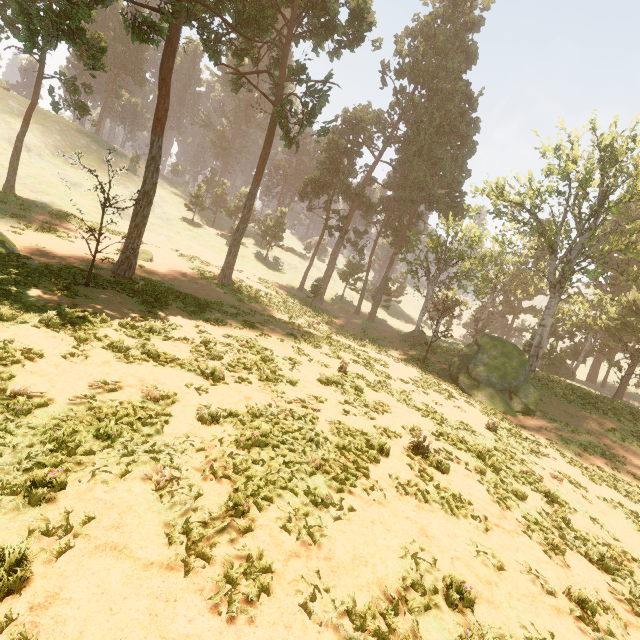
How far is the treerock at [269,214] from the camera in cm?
4911

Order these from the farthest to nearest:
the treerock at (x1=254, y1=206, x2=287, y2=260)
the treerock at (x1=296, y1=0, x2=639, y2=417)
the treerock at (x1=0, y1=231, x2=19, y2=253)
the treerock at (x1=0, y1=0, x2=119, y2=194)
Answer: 1. the treerock at (x1=254, y1=206, x2=287, y2=260)
2. the treerock at (x1=296, y1=0, x2=639, y2=417)
3. the treerock at (x1=0, y1=231, x2=19, y2=253)
4. the treerock at (x1=0, y1=0, x2=119, y2=194)

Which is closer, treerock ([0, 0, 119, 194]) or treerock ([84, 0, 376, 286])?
treerock ([0, 0, 119, 194])

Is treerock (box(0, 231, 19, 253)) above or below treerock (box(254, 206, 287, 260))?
below

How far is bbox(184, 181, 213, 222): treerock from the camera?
49.5 meters

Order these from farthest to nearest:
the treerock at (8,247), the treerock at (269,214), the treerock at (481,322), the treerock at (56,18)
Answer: the treerock at (269,214)
the treerock at (481,322)
the treerock at (8,247)
the treerock at (56,18)

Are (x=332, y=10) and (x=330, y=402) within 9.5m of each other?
no
